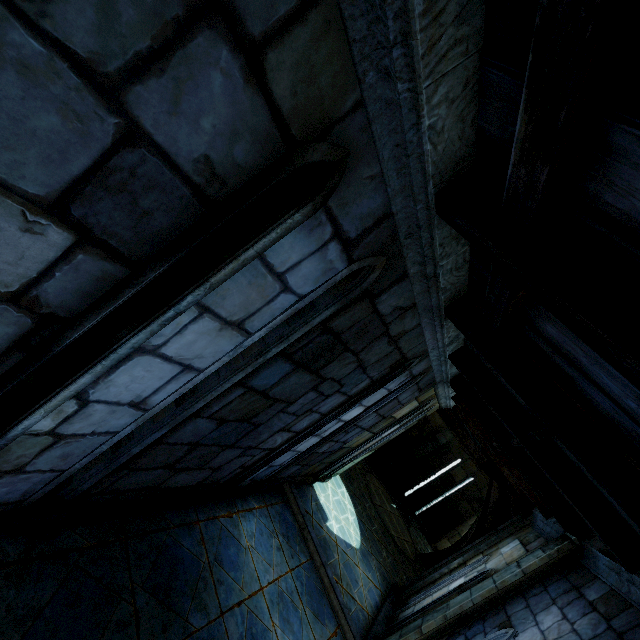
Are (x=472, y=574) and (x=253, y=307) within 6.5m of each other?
no
